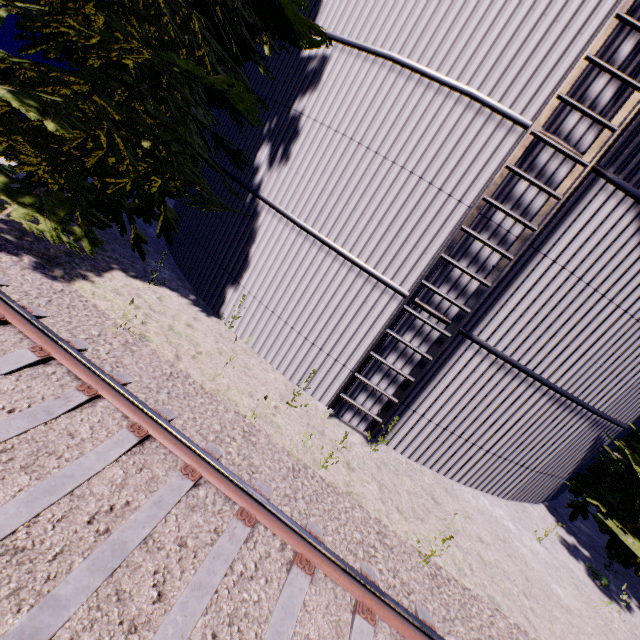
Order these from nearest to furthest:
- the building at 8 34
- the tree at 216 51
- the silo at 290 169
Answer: the silo at 290 169 < the tree at 216 51 < the building at 8 34

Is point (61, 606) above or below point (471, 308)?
below

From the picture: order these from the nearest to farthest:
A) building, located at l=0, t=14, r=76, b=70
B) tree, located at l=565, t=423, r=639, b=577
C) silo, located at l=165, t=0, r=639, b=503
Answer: silo, located at l=165, t=0, r=639, b=503 → tree, located at l=565, t=423, r=639, b=577 → building, located at l=0, t=14, r=76, b=70

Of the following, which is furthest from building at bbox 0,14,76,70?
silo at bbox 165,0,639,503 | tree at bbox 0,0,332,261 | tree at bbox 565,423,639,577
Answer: tree at bbox 565,423,639,577

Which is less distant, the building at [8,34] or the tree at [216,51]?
the tree at [216,51]

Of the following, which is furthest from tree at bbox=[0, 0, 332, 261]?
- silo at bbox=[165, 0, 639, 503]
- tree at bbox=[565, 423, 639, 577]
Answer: tree at bbox=[565, 423, 639, 577]

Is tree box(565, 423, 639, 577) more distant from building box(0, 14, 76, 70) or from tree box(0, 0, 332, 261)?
building box(0, 14, 76, 70)

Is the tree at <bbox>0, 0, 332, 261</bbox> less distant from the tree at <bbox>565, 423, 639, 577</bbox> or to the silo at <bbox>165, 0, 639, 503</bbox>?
the silo at <bbox>165, 0, 639, 503</bbox>
